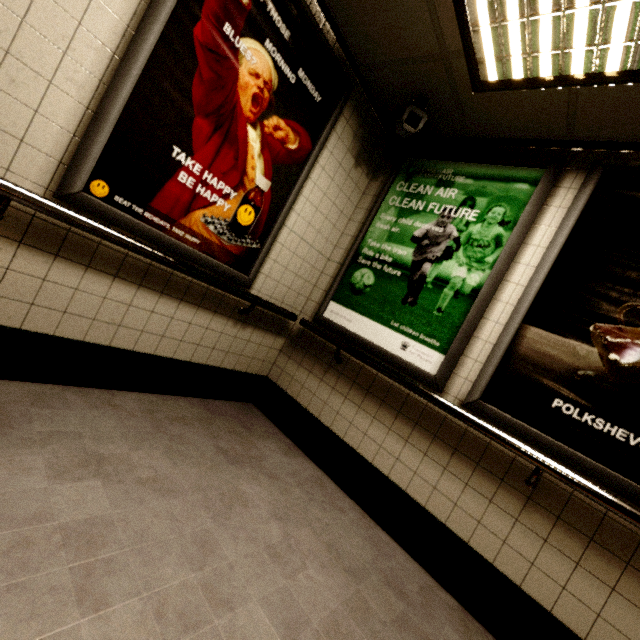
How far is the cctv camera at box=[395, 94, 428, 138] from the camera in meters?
2.3

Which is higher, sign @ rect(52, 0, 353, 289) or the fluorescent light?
the fluorescent light

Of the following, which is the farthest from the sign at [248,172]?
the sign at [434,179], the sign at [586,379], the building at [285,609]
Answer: the sign at [586,379]

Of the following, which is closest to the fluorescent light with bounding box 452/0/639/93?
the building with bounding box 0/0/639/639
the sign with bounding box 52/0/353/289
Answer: the building with bounding box 0/0/639/639

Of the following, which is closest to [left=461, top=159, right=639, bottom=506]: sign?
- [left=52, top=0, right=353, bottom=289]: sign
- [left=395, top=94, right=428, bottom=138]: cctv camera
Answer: [left=395, top=94, right=428, bottom=138]: cctv camera

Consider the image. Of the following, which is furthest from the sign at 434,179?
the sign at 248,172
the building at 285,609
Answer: the sign at 248,172

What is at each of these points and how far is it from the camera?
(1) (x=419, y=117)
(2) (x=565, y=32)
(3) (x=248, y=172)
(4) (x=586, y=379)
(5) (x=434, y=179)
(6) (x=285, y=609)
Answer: (1) cctv camera, 2.4m
(2) fluorescent light, 1.6m
(3) sign, 2.2m
(4) sign, 1.8m
(5) sign, 2.7m
(6) building, 1.3m

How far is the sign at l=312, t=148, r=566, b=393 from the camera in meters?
2.2
